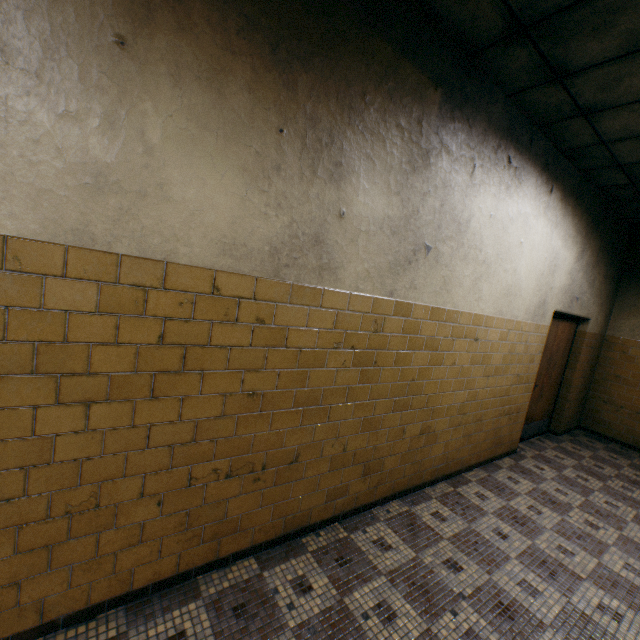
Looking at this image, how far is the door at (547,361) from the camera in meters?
5.2 m

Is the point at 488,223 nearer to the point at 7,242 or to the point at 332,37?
the point at 332,37

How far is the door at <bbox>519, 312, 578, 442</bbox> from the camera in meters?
5.2 m
